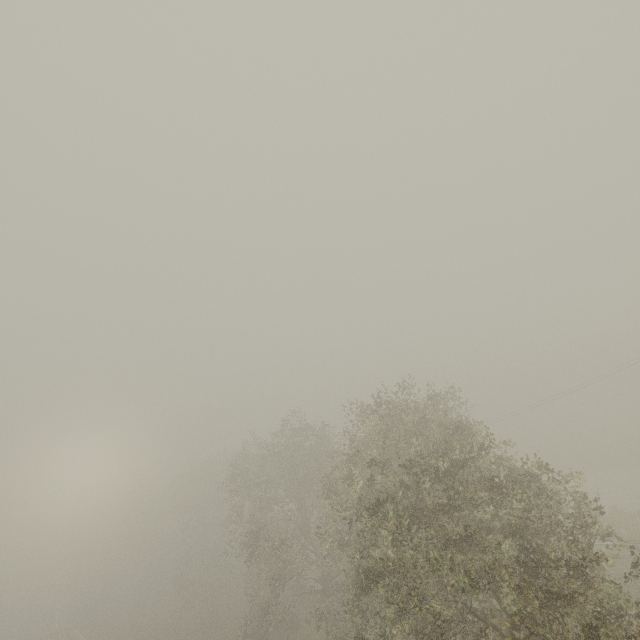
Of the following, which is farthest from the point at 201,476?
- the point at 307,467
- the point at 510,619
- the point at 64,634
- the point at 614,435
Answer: the point at 614,435

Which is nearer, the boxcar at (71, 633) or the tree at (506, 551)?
the tree at (506, 551)

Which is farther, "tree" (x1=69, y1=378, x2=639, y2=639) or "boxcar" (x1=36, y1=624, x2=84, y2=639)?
"boxcar" (x1=36, y1=624, x2=84, y2=639)
